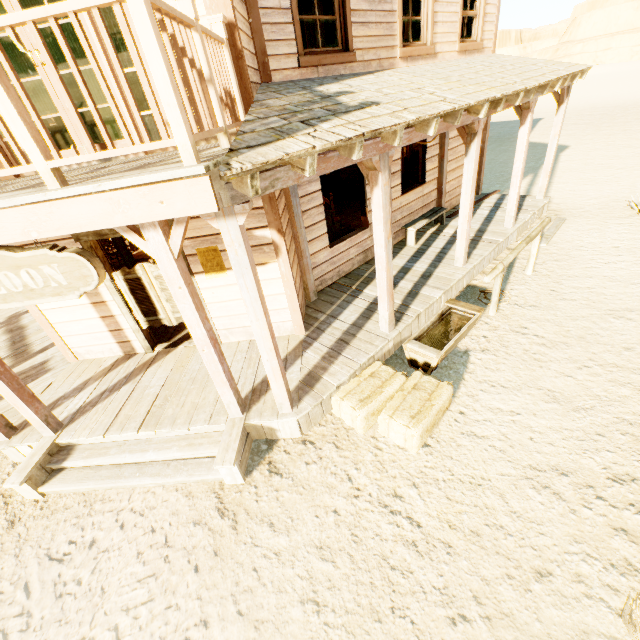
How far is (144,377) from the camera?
5.2 meters

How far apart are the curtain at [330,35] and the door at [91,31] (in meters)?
2.56

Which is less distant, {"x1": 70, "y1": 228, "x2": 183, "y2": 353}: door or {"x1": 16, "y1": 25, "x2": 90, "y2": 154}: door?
{"x1": 16, "y1": 25, "x2": 90, "y2": 154}: door

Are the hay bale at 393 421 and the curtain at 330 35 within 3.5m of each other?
no

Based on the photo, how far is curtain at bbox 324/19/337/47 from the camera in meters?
5.1 m

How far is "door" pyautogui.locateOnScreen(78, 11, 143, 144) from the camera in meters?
3.3

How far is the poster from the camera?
4.66m

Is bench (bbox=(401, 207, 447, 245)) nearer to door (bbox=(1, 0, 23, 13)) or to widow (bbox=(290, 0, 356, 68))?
widow (bbox=(290, 0, 356, 68))
